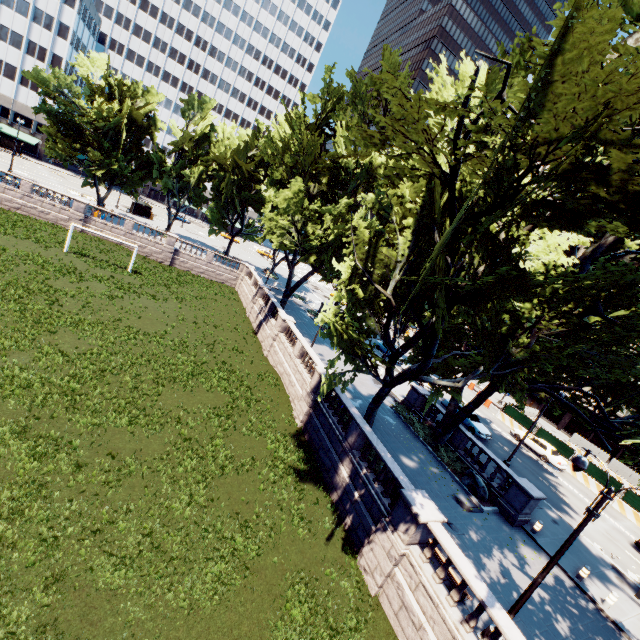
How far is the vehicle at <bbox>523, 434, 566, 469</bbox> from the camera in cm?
3005

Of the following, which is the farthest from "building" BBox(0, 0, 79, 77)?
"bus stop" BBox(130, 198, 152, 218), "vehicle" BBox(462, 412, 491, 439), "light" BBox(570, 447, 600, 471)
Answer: "light" BBox(570, 447, 600, 471)

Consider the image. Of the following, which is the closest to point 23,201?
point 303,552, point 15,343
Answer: point 15,343

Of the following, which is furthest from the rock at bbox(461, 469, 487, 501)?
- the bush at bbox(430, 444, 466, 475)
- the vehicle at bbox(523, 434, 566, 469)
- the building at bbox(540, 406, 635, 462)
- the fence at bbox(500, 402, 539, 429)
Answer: the building at bbox(540, 406, 635, 462)

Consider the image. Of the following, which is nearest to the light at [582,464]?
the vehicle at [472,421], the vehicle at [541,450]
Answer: the vehicle at [472,421]

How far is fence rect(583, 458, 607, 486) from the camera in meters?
29.1

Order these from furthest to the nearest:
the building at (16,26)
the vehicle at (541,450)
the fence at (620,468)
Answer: the building at (16,26), the fence at (620,468), the vehicle at (541,450)

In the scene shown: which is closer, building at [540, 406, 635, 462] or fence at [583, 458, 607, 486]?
fence at [583, 458, 607, 486]
